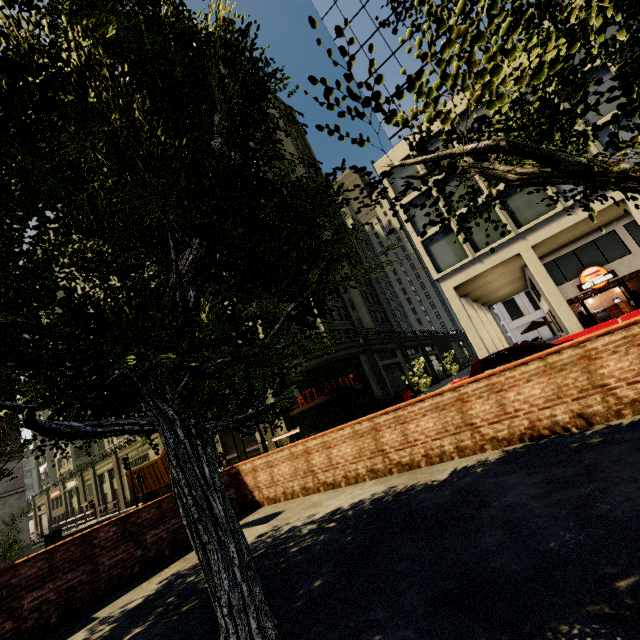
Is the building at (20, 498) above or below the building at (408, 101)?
below

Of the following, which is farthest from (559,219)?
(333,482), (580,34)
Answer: (580,34)

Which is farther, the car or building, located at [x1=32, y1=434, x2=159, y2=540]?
building, located at [x1=32, y1=434, x2=159, y2=540]

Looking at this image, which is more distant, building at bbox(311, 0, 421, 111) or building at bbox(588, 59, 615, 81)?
building at bbox(311, 0, 421, 111)

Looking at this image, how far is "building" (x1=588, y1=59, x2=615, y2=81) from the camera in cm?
1655

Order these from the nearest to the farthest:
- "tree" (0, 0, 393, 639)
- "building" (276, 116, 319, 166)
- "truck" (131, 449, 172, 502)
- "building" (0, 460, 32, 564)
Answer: "tree" (0, 0, 393, 639), "building" (0, 460, 32, 564), "truck" (131, 449, 172, 502), "building" (276, 116, 319, 166)

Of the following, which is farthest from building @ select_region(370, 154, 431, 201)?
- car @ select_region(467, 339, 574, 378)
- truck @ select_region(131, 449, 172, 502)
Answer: car @ select_region(467, 339, 574, 378)

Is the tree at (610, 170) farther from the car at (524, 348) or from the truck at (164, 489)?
the car at (524, 348)
